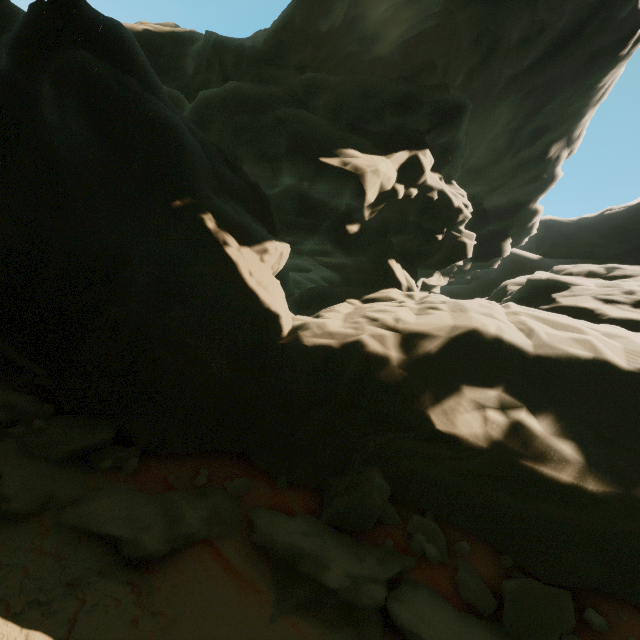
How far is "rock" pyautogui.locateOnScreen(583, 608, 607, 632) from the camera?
5.3m

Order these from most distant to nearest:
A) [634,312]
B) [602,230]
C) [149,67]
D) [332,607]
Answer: [602,230] → [634,312] → [149,67] → [332,607]

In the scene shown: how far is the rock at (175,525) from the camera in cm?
A: 616

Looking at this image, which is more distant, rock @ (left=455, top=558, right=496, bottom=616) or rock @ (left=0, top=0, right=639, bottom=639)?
rock @ (left=0, top=0, right=639, bottom=639)
